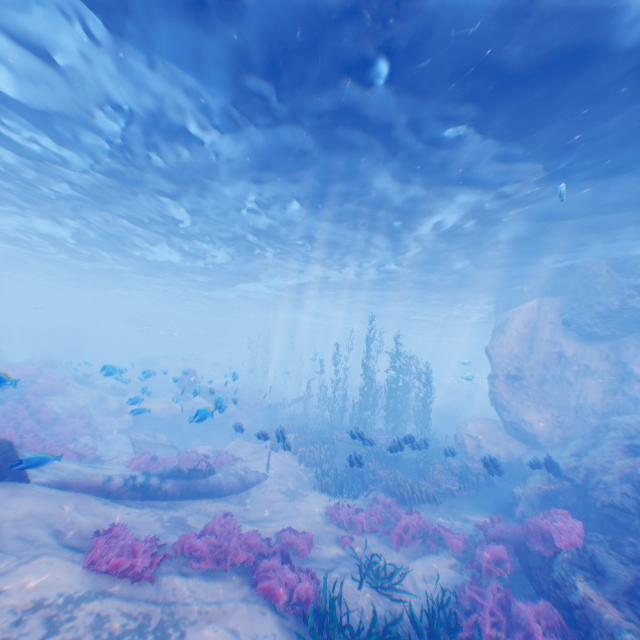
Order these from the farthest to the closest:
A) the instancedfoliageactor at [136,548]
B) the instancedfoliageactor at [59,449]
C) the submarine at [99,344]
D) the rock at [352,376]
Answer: the submarine at [99,344]
the rock at [352,376]
the instancedfoliageactor at [59,449]
the instancedfoliageactor at [136,548]

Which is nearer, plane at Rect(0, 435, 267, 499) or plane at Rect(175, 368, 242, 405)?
A: plane at Rect(0, 435, 267, 499)

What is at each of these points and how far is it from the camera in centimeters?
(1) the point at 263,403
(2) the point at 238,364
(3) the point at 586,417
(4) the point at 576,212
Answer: (1) plane, 3070cm
(2) rock, 5959cm
(3) rock, 1538cm
(4) light, 1330cm

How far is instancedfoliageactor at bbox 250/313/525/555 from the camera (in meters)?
10.64

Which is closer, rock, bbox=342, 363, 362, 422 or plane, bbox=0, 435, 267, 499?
plane, bbox=0, 435, 267, 499

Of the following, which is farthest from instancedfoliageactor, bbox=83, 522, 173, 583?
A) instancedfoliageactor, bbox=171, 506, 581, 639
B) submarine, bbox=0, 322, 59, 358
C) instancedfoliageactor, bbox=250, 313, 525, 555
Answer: submarine, bbox=0, 322, 59, 358

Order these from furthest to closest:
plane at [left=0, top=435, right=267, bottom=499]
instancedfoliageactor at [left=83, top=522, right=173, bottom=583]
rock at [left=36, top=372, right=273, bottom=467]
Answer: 1. rock at [left=36, top=372, right=273, bottom=467]
2. plane at [left=0, top=435, right=267, bottom=499]
3. instancedfoliageactor at [left=83, top=522, right=173, bottom=583]

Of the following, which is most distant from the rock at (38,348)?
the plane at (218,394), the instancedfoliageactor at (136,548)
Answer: the instancedfoliageactor at (136,548)
